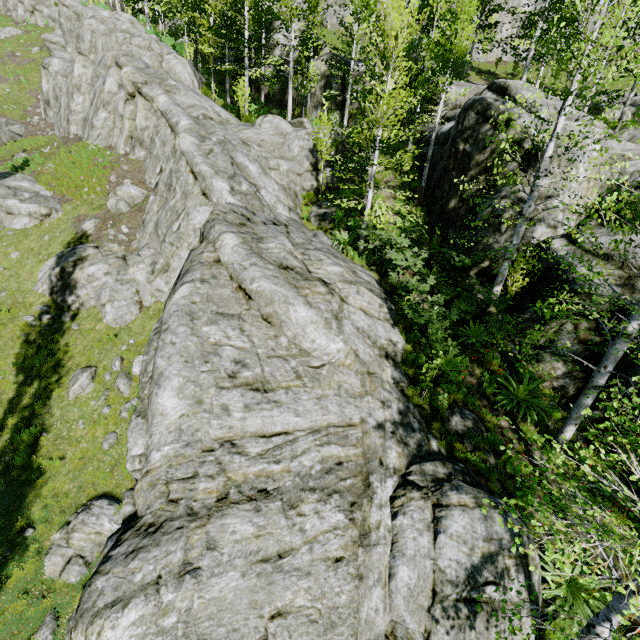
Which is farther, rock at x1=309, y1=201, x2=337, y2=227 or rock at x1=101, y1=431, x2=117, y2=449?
rock at x1=309, y1=201, x2=337, y2=227

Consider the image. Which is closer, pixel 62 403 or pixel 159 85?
pixel 62 403

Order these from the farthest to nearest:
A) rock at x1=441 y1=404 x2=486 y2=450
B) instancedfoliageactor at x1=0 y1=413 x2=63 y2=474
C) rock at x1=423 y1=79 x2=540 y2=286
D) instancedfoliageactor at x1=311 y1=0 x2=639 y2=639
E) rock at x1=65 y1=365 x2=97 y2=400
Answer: rock at x1=423 y1=79 x2=540 y2=286 < rock at x1=65 y1=365 x2=97 y2=400 < instancedfoliageactor at x1=0 y1=413 x2=63 y2=474 < rock at x1=441 y1=404 x2=486 y2=450 < instancedfoliageactor at x1=311 y1=0 x2=639 y2=639

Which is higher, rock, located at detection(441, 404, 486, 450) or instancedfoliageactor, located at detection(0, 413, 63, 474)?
rock, located at detection(441, 404, 486, 450)

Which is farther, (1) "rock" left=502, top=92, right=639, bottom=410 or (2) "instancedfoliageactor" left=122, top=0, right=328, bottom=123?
(2) "instancedfoliageactor" left=122, top=0, right=328, bottom=123

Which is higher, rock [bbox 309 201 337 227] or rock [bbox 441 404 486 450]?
rock [bbox 309 201 337 227]

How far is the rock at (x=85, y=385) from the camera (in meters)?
10.89

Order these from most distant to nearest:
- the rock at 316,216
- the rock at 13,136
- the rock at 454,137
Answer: the rock at 13,136 → the rock at 316,216 → the rock at 454,137
